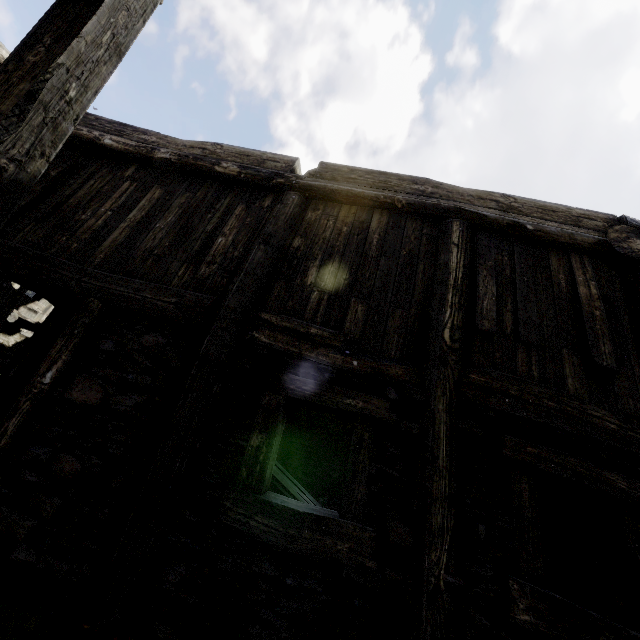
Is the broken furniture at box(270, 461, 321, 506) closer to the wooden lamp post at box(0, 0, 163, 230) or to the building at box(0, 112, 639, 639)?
the building at box(0, 112, 639, 639)

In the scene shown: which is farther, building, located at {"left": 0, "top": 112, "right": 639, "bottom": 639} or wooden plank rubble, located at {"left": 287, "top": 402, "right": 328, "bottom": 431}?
wooden plank rubble, located at {"left": 287, "top": 402, "right": 328, "bottom": 431}

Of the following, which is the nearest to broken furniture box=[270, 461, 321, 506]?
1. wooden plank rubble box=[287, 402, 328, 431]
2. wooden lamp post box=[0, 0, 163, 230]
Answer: wooden plank rubble box=[287, 402, 328, 431]

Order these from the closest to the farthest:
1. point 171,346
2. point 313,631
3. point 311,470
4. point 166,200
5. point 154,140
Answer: point 313,631 → point 171,346 → point 166,200 → point 154,140 → point 311,470

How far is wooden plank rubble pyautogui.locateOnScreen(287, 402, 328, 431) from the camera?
8.38m

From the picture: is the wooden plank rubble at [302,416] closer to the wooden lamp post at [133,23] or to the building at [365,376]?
the building at [365,376]

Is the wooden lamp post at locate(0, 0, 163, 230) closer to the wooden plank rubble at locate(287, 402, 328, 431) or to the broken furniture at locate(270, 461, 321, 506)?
the wooden plank rubble at locate(287, 402, 328, 431)

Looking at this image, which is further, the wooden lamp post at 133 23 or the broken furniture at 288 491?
the broken furniture at 288 491
